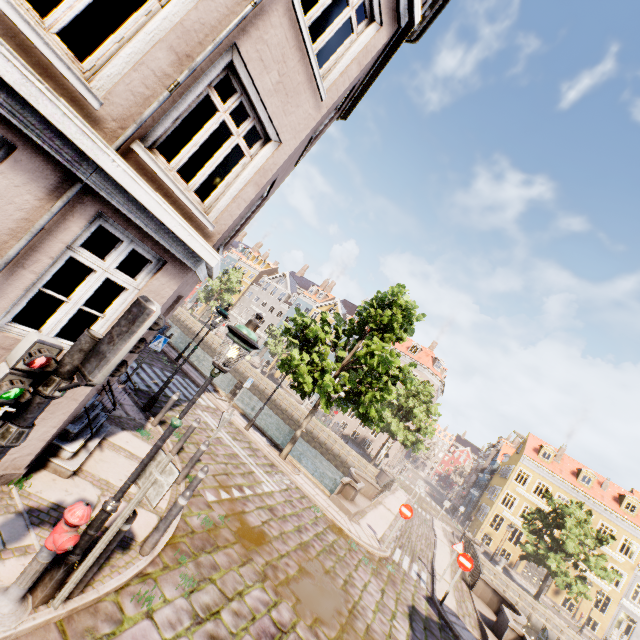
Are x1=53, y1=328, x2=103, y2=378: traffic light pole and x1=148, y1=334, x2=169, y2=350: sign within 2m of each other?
no

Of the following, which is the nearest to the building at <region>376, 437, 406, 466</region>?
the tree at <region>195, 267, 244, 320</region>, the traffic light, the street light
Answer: the tree at <region>195, 267, 244, 320</region>

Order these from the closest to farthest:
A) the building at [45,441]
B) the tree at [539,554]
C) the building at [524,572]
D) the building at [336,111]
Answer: the building at [336,111] → the building at [45,441] → the tree at [539,554] → the building at [524,572]

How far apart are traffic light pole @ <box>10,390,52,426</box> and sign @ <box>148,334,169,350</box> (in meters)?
8.15

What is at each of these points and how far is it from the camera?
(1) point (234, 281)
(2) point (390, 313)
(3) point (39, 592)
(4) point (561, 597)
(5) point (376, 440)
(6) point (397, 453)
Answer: (1) tree, 47.5 meters
(2) tree, 14.4 meters
(3) street light, 3.5 meters
(4) building, 31.6 meters
(5) building, 42.4 meters
(6) building, 46.2 meters

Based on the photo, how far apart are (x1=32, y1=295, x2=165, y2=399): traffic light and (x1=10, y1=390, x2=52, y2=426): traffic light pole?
0.0m

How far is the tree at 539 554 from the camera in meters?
24.3 m

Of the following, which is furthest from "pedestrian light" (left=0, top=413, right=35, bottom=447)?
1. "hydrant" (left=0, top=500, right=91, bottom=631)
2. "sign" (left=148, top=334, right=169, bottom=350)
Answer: "sign" (left=148, top=334, right=169, bottom=350)
